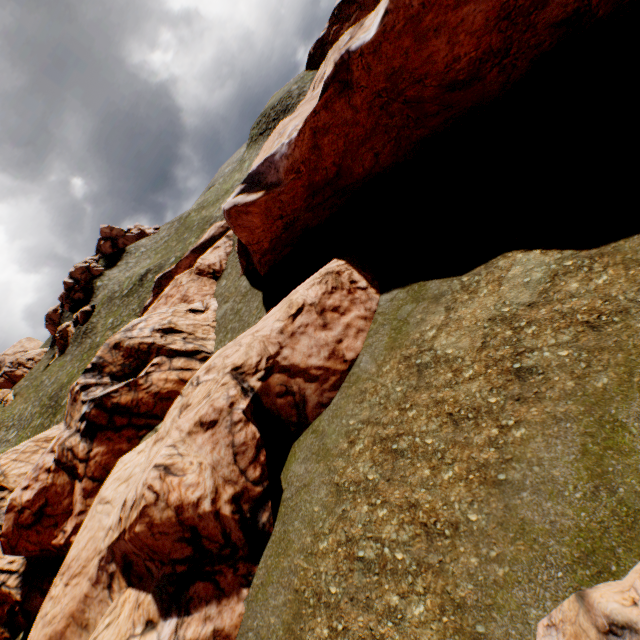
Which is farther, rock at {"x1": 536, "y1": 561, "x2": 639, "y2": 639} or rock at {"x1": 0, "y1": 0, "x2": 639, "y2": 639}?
rock at {"x1": 0, "y1": 0, "x2": 639, "y2": 639}

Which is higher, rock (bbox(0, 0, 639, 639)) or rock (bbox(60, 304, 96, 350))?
rock (bbox(60, 304, 96, 350))

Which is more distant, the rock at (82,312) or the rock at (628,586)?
the rock at (82,312)

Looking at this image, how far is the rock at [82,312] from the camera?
56.94m

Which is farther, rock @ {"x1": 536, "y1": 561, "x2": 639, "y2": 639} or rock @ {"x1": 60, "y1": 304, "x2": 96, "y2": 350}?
rock @ {"x1": 60, "y1": 304, "x2": 96, "y2": 350}

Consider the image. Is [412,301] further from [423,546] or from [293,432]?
[423,546]

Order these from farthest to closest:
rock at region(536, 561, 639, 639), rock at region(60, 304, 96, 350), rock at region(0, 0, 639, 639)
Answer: rock at region(60, 304, 96, 350), rock at region(0, 0, 639, 639), rock at region(536, 561, 639, 639)
